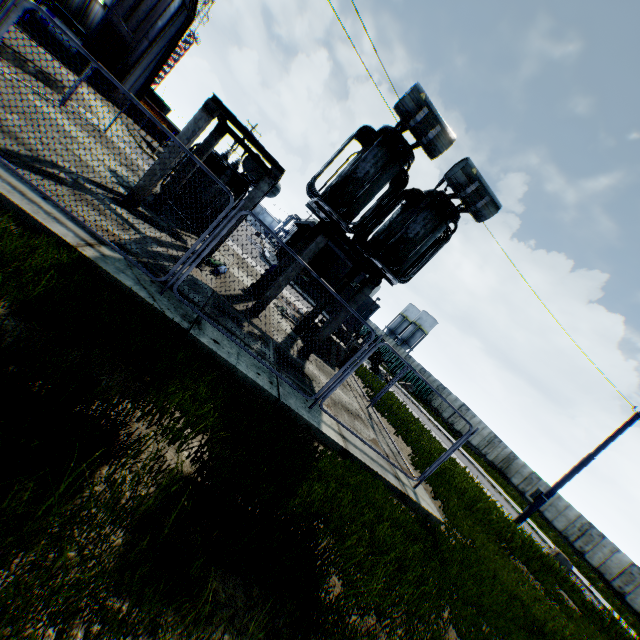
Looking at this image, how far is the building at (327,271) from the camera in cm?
3581

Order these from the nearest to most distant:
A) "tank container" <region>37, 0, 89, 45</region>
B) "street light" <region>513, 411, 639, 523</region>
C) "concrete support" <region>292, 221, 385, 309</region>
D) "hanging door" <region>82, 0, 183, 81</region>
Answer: "concrete support" <region>292, 221, 385, 309</region>, "street light" <region>513, 411, 639, 523</region>, "hanging door" <region>82, 0, 183, 81</region>, "tank container" <region>37, 0, 89, 45</region>

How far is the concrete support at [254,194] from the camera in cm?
812

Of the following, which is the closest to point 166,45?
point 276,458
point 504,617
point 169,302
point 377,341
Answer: point 169,302

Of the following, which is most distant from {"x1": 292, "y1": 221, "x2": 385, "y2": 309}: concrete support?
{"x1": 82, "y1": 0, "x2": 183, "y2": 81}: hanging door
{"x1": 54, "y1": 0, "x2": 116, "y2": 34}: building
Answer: {"x1": 82, "y1": 0, "x2": 183, "y2": 81}: hanging door

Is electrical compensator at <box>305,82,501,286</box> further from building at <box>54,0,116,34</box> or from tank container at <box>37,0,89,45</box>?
tank container at <box>37,0,89,45</box>

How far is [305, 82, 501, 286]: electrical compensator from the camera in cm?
856

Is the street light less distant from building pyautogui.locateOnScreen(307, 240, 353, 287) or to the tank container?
building pyautogui.locateOnScreen(307, 240, 353, 287)
